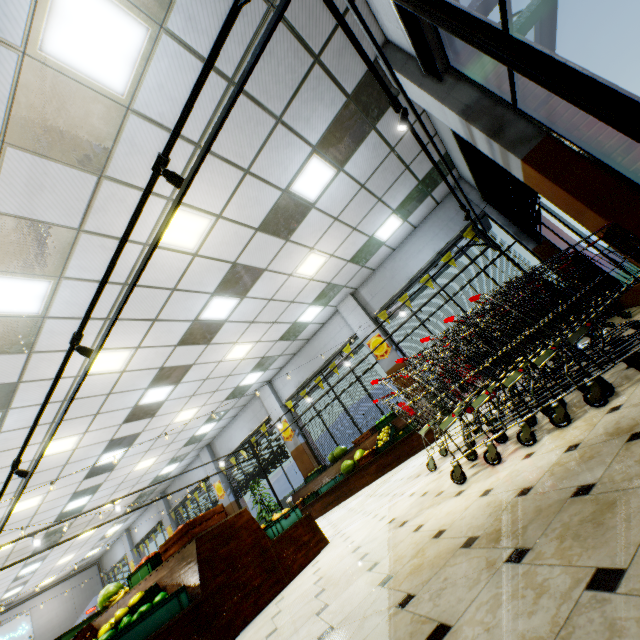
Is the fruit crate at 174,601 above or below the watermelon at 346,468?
below

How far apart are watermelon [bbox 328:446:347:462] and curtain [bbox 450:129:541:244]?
7.7m

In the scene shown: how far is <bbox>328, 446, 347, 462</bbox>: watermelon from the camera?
10.0m

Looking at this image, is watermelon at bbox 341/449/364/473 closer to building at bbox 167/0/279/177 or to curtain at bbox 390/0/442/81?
building at bbox 167/0/279/177

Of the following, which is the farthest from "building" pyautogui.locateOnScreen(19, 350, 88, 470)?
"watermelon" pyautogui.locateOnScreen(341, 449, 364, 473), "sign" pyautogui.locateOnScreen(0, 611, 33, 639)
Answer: "watermelon" pyautogui.locateOnScreen(341, 449, 364, 473)

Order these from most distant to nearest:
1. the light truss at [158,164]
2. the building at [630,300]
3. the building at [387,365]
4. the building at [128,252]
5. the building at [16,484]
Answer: the building at [387,365] < the building at [16,484] < the building at [630,300] < the building at [128,252] < the light truss at [158,164]

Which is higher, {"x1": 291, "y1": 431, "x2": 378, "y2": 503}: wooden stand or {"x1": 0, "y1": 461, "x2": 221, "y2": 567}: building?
{"x1": 0, "y1": 461, "x2": 221, "y2": 567}: building

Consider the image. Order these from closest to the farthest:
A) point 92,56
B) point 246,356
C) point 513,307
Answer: point 92,56
point 513,307
point 246,356
